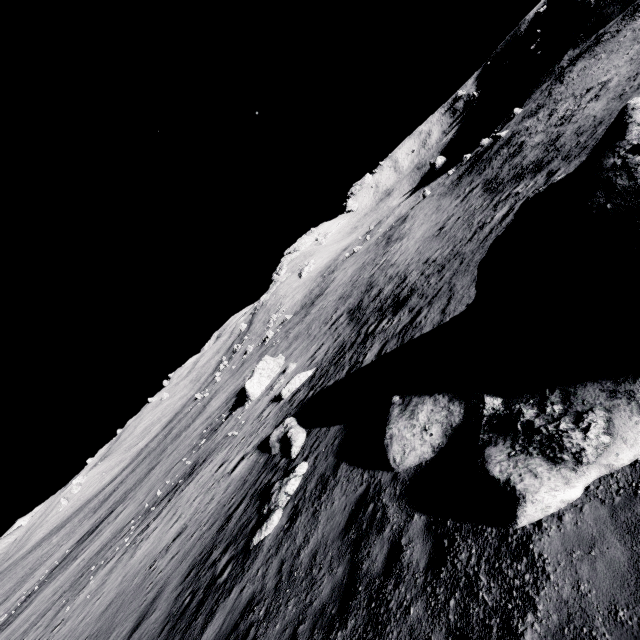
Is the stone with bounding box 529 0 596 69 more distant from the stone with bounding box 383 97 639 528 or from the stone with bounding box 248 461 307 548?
the stone with bounding box 248 461 307 548

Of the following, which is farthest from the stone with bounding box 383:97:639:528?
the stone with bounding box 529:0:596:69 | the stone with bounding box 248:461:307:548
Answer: the stone with bounding box 529:0:596:69

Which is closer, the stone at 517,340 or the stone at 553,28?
the stone at 517,340

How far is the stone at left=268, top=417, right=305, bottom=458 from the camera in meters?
13.9 m

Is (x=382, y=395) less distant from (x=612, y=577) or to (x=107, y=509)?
(x=612, y=577)

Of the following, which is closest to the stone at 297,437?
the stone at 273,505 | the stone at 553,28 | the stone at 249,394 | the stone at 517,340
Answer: the stone at 273,505

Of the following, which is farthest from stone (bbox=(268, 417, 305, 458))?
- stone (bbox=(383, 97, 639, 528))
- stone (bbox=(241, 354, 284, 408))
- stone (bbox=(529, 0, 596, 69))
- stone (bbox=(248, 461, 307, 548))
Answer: stone (bbox=(529, 0, 596, 69))

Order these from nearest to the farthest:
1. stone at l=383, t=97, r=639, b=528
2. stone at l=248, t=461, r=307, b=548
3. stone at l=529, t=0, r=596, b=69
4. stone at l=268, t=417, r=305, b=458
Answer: stone at l=383, t=97, r=639, b=528 → stone at l=248, t=461, r=307, b=548 → stone at l=268, t=417, r=305, b=458 → stone at l=529, t=0, r=596, b=69
